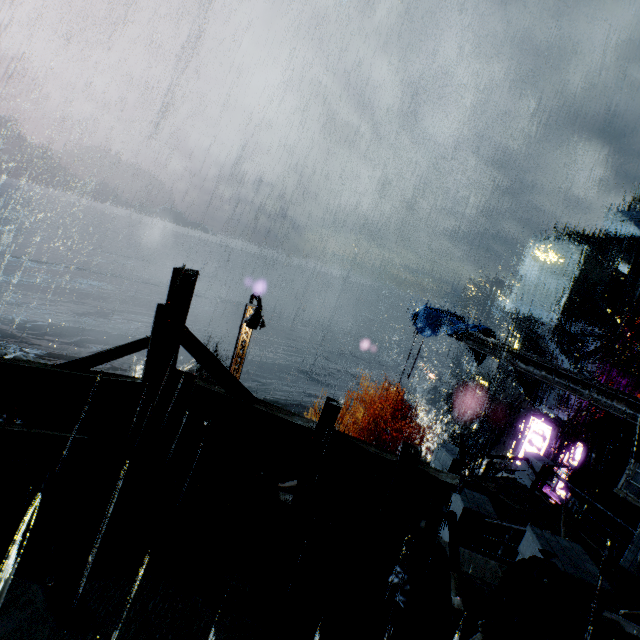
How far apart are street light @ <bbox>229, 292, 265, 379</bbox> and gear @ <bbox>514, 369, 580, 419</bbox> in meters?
25.2

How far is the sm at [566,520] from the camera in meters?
10.6

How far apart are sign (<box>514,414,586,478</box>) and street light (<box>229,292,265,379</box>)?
15.5m

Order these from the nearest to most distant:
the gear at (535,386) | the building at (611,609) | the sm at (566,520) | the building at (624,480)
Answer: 1. the building at (611,609)
2. the building at (624,480)
3. the sm at (566,520)
4. the gear at (535,386)

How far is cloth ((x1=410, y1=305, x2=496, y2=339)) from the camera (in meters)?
17.48

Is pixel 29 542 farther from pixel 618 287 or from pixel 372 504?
pixel 618 287

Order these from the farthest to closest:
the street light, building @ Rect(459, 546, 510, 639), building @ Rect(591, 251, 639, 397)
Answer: building @ Rect(591, 251, 639, 397) → the street light → building @ Rect(459, 546, 510, 639)

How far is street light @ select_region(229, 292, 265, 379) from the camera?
12.3m
